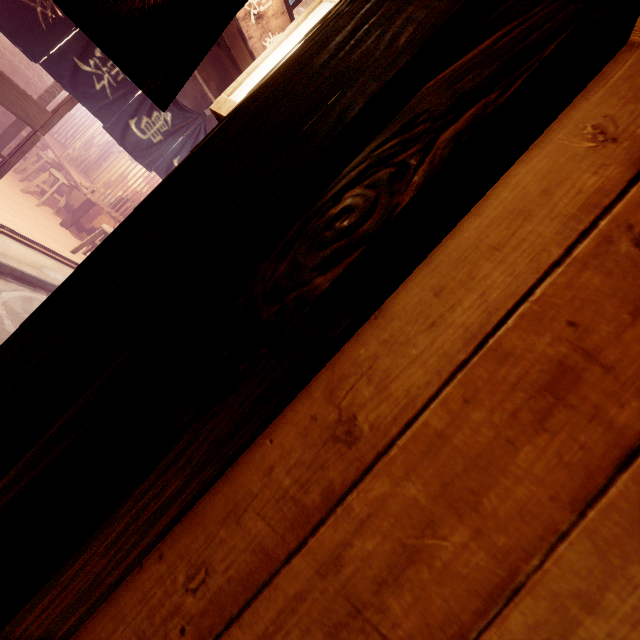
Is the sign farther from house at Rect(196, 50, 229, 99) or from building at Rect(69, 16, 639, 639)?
building at Rect(69, 16, 639, 639)

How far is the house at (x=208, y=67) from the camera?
8.9 meters

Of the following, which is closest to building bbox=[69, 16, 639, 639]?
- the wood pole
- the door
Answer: the wood pole

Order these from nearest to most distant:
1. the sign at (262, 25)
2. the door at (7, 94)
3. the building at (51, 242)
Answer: the door at (7, 94) → the sign at (262, 25) → the building at (51, 242)

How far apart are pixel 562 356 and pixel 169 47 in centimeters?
155cm

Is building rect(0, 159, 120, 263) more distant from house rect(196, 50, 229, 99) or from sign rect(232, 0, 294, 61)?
sign rect(232, 0, 294, 61)

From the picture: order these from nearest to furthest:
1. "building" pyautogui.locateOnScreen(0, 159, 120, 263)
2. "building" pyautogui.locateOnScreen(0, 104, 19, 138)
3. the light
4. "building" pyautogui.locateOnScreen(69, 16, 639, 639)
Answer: "building" pyautogui.locateOnScreen(69, 16, 639, 639) → the light → "building" pyautogui.locateOnScreen(0, 159, 120, 263) → "building" pyautogui.locateOnScreen(0, 104, 19, 138)

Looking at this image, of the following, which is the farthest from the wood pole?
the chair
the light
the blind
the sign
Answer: the blind
